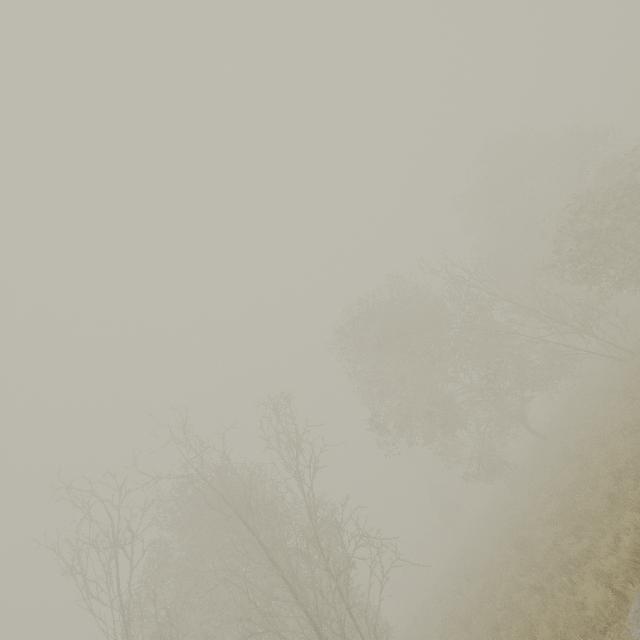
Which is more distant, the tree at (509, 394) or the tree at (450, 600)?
the tree at (450, 600)

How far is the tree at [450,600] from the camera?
14.7 meters

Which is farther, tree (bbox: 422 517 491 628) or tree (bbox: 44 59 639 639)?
tree (bbox: 422 517 491 628)

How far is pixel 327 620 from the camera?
11.6m

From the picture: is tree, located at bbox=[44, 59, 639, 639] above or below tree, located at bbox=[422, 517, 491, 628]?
above

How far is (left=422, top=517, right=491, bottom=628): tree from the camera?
14.73m
